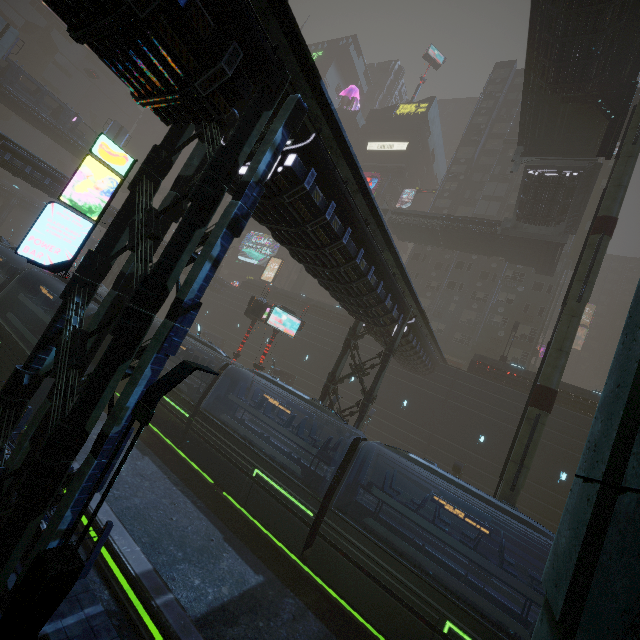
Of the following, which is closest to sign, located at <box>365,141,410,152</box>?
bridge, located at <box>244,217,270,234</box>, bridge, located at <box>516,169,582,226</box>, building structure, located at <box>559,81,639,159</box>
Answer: bridge, located at <box>244,217,270,234</box>

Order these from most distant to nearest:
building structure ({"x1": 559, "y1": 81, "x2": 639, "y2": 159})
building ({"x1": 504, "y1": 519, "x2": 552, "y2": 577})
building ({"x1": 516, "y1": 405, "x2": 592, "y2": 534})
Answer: building ({"x1": 516, "y1": 405, "x2": 592, "y2": 534}), building ({"x1": 504, "y1": 519, "x2": 552, "y2": 577}), building structure ({"x1": 559, "y1": 81, "x2": 639, "y2": 159})

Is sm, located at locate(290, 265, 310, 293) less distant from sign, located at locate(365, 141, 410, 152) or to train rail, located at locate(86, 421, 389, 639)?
train rail, located at locate(86, 421, 389, 639)

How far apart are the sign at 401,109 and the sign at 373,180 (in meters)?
13.54

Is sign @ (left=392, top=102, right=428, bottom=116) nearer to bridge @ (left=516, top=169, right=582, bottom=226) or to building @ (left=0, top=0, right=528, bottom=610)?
building @ (left=0, top=0, right=528, bottom=610)

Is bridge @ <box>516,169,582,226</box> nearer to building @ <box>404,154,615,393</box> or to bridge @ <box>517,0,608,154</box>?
bridge @ <box>517,0,608,154</box>

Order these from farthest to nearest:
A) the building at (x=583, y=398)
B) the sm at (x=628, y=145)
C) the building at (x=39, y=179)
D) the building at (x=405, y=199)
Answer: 1. the building at (x=405, y=199)
2. the building at (x=39, y=179)
3. the building at (x=583, y=398)
4. the sm at (x=628, y=145)

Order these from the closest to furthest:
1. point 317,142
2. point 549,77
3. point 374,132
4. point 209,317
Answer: point 317,142 < point 549,77 < point 209,317 < point 374,132
